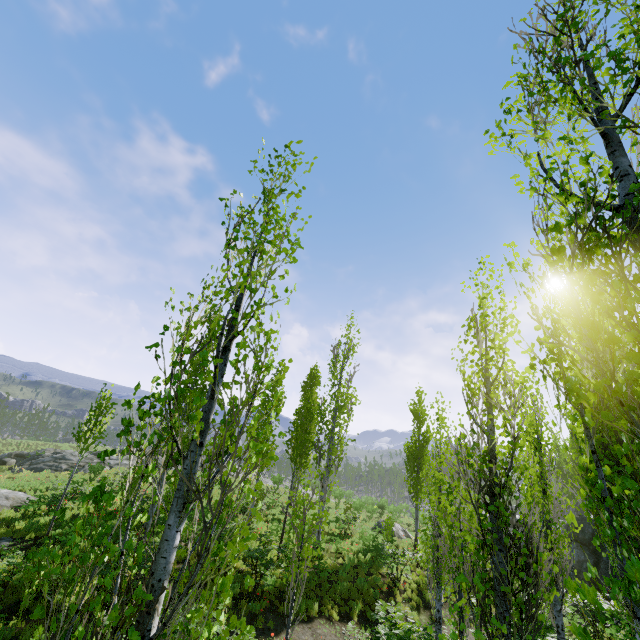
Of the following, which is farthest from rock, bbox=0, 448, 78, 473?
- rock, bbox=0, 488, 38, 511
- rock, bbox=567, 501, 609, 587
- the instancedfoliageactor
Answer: rock, bbox=567, 501, 609, 587

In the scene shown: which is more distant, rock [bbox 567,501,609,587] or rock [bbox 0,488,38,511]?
rock [bbox 567,501,609,587]

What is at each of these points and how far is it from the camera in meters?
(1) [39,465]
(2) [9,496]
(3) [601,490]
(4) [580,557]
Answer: (1) rock, 29.9 m
(2) rock, 17.2 m
(3) instancedfoliageactor, 1.8 m
(4) rock, 20.7 m

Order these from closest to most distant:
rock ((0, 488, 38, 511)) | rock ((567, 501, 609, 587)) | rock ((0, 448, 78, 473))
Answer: rock ((0, 488, 38, 511)), rock ((567, 501, 609, 587)), rock ((0, 448, 78, 473))

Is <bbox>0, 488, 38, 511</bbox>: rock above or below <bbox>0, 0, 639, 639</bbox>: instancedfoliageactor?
below

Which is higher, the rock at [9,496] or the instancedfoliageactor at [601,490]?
the instancedfoliageactor at [601,490]

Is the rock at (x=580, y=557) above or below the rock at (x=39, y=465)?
above

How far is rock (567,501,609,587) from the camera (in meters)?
19.53
